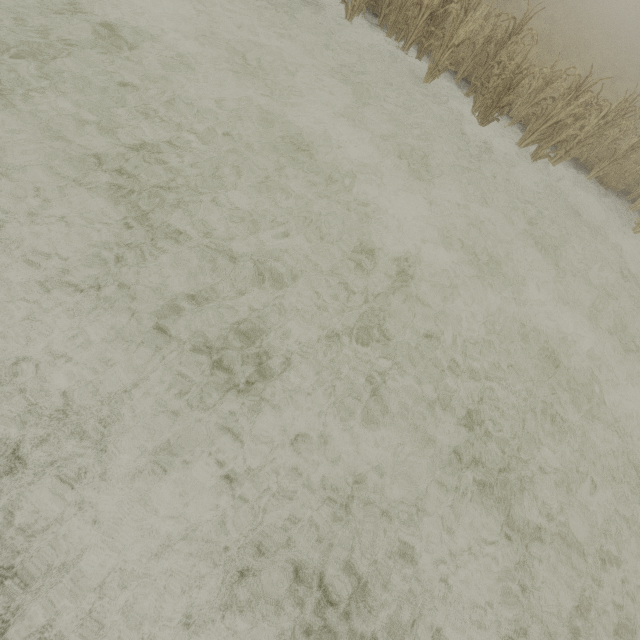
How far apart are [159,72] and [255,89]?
1.5m
